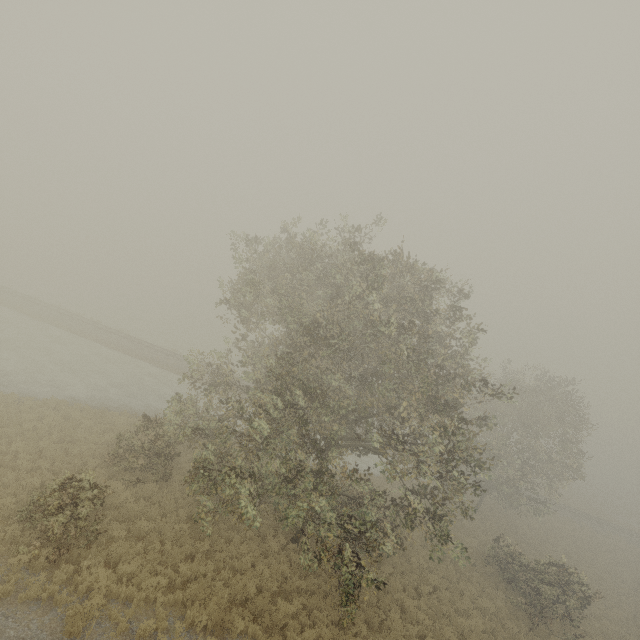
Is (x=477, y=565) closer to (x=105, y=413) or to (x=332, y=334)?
(x=332, y=334)
